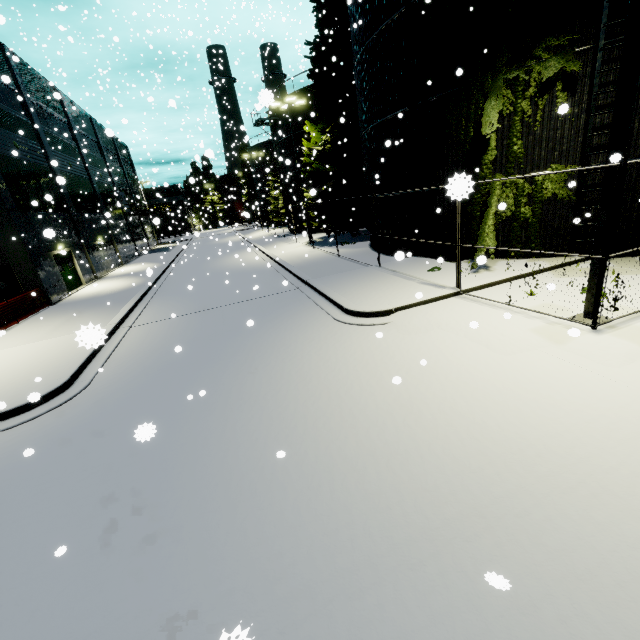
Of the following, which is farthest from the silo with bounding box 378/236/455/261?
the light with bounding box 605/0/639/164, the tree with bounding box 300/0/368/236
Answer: the light with bounding box 605/0/639/164

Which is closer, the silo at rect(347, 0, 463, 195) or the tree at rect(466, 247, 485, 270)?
the tree at rect(466, 247, 485, 270)

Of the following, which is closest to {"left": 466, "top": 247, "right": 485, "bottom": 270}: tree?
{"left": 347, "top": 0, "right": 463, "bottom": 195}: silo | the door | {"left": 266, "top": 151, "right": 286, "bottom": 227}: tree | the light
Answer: {"left": 347, "top": 0, "right": 463, "bottom": 195}: silo

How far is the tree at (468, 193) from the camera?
10.3m

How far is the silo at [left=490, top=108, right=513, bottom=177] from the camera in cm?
1042

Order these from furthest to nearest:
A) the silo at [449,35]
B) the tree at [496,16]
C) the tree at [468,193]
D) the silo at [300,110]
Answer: the silo at [300,110]
the silo at [449,35]
the tree at [468,193]
the tree at [496,16]

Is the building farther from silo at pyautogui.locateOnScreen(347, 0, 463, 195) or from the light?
the light

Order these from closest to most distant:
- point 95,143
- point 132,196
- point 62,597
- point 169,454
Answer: point 62,597, point 169,454, point 95,143, point 132,196
